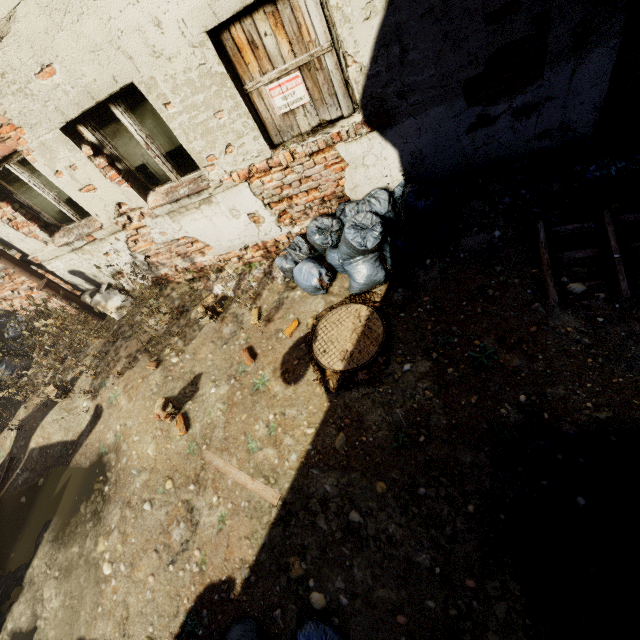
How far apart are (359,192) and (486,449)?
3.08m

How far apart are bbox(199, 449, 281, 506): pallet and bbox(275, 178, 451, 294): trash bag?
2.2 meters

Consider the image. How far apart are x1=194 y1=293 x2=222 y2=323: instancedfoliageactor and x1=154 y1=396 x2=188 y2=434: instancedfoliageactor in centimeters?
126cm

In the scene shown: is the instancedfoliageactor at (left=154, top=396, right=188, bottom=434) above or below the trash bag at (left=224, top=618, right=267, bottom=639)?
above

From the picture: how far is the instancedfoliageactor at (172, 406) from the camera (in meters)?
3.96

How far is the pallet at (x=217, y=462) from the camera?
3.1 meters

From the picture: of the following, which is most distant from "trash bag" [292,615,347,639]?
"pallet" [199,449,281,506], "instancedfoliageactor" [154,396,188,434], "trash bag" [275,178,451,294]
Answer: "trash bag" [275,178,451,294]
